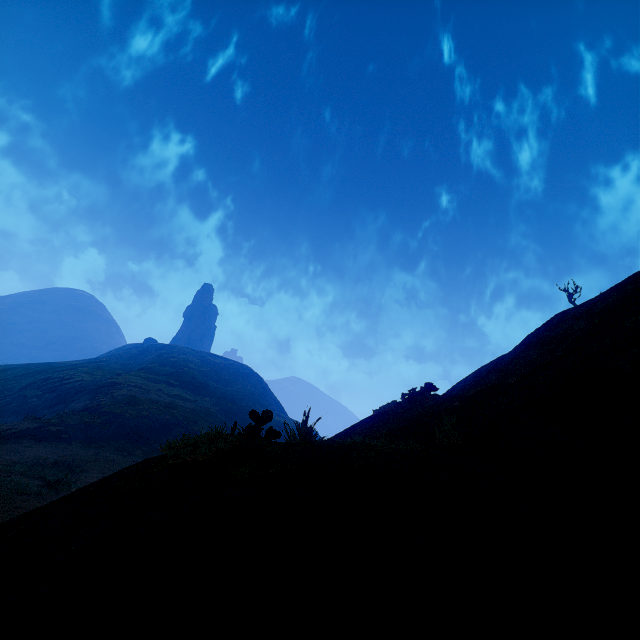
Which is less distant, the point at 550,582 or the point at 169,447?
the point at 550,582
